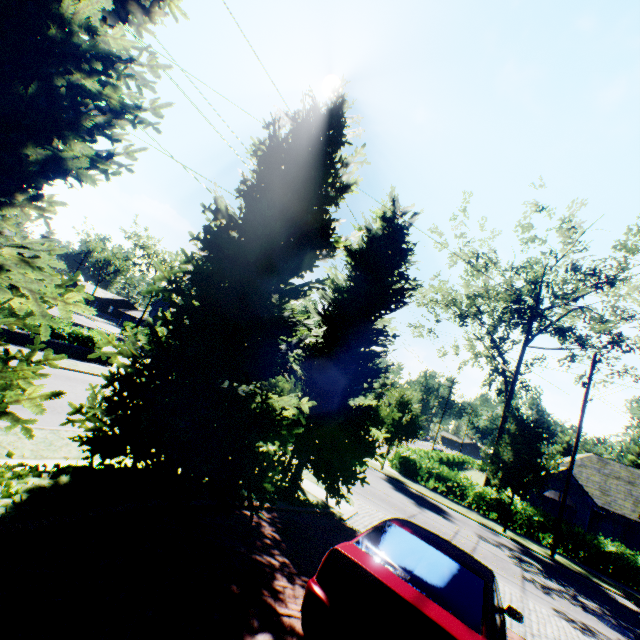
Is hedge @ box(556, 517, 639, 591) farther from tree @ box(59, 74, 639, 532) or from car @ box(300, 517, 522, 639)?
car @ box(300, 517, 522, 639)

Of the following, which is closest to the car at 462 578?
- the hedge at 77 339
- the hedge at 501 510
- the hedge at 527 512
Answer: the hedge at 527 512

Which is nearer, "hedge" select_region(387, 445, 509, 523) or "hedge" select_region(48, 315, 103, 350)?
"hedge" select_region(48, 315, 103, 350)

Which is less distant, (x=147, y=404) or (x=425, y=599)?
(x=425, y=599)

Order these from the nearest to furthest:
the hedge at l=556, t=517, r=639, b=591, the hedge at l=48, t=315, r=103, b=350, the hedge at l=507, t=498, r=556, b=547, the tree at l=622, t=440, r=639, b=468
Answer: the hedge at l=556, t=517, r=639, b=591 < the hedge at l=48, t=315, r=103, b=350 < the hedge at l=507, t=498, r=556, b=547 < the tree at l=622, t=440, r=639, b=468

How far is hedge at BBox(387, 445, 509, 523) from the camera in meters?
21.8

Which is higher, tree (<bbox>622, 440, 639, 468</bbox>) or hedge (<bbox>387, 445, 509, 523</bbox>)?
tree (<bbox>622, 440, 639, 468</bbox>)

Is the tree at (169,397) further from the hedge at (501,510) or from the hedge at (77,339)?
the hedge at (77,339)
